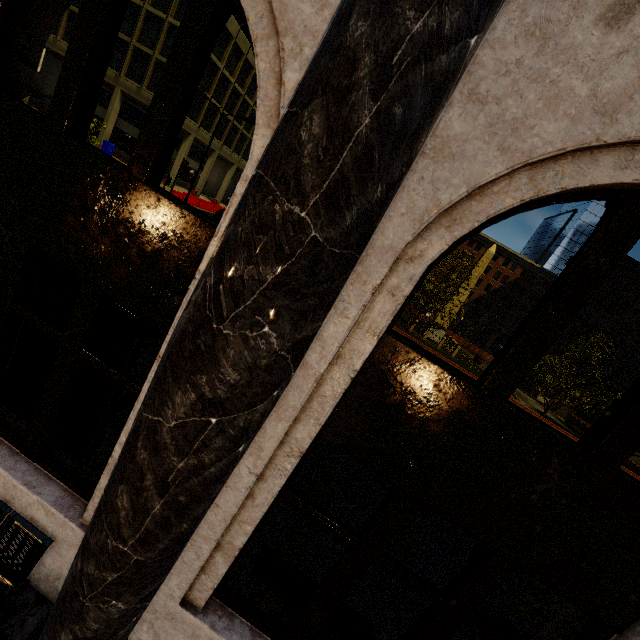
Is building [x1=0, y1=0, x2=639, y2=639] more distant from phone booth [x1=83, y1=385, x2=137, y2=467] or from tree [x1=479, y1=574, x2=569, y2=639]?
tree [x1=479, y1=574, x2=569, y2=639]

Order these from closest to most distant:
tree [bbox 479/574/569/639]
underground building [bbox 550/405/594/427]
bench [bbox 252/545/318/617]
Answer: bench [bbox 252/545/318/617], tree [bbox 479/574/569/639], underground building [bbox 550/405/594/427]

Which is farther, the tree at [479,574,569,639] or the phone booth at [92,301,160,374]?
the tree at [479,574,569,639]

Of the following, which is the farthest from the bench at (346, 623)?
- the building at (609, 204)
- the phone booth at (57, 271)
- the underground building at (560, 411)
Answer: the underground building at (560, 411)

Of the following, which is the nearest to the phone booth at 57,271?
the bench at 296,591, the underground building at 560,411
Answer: the bench at 296,591

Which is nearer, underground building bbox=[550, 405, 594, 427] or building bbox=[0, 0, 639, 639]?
building bbox=[0, 0, 639, 639]

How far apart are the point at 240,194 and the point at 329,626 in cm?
474

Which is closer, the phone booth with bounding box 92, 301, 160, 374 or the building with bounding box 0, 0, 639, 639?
the building with bounding box 0, 0, 639, 639
